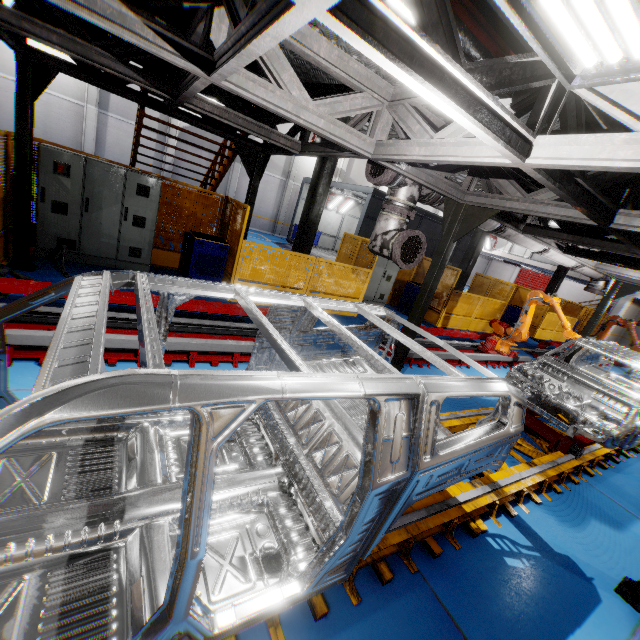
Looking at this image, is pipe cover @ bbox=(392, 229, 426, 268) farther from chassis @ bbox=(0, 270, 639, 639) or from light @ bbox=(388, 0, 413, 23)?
light @ bbox=(388, 0, 413, 23)

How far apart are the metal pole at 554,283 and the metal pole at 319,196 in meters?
14.3

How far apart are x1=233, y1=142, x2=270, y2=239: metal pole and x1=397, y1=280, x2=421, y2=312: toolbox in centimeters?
680cm

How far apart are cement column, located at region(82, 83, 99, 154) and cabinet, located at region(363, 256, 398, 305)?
16.28m

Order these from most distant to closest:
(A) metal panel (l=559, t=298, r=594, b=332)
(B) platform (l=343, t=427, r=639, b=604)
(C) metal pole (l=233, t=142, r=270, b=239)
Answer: (A) metal panel (l=559, t=298, r=594, b=332), (C) metal pole (l=233, t=142, r=270, b=239), (B) platform (l=343, t=427, r=639, b=604)

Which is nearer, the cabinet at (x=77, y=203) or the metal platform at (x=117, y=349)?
the metal platform at (x=117, y=349)

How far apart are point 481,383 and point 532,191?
5.5 meters

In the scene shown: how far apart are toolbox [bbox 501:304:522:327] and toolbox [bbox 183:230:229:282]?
15.1m
